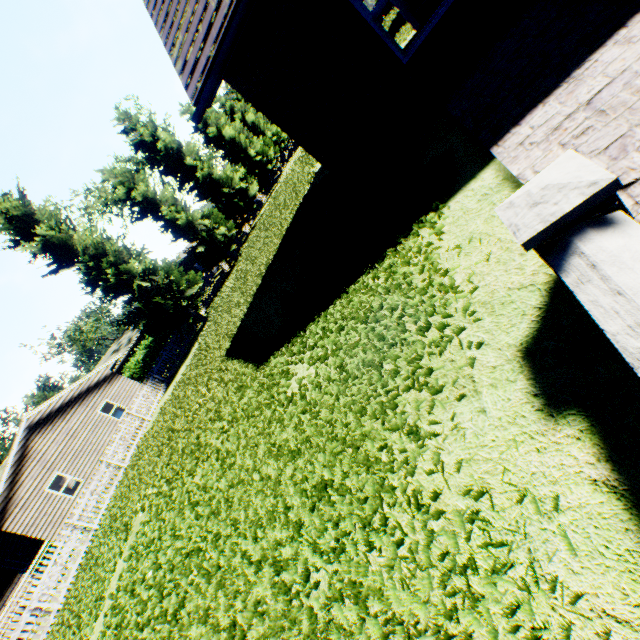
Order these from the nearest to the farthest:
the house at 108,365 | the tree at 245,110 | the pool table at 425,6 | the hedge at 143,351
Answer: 1. the pool table at 425,6
2. the tree at 245,110
3. the house at 108,365
4. the hedge at 143,351

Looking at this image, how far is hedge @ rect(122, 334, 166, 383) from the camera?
24.33m

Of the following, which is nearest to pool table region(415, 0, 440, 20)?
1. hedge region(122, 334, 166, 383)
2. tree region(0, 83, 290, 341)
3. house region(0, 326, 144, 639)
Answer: tree region(0, 83, 290, 341)

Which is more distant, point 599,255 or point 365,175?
point 365,175

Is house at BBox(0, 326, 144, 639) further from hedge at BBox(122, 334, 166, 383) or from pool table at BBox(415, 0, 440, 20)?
pool table at BBox(415, 0, 440, 20)

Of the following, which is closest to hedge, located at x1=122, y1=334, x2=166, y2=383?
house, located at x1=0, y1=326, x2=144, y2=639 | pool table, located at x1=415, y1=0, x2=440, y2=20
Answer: house, located at x1=0, y1=326, x2=144, y2=639

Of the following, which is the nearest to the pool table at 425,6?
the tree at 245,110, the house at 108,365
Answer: the tree at 245,110

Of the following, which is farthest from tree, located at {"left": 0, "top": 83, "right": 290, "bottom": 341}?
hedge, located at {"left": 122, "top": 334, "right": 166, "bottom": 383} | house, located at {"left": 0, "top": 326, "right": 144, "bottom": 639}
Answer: house, located at {"left": 0, "top": 326, "right": 144, "bottom": 639}
